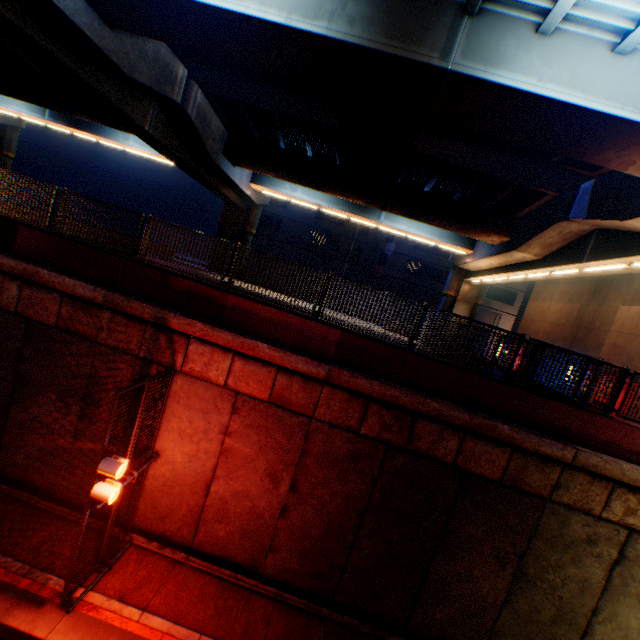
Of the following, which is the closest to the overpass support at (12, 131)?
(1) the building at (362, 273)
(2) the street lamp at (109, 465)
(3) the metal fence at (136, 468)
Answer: (3) the metal fence at (136, 468)

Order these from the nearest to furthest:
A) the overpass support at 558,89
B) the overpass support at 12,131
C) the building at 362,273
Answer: the overpass support at 558,89
the overpass support at 12,131
the building at 362,273

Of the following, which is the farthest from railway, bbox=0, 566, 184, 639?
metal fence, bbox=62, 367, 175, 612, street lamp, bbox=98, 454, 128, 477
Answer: street lamp, bbox=98, 454, 128, 477

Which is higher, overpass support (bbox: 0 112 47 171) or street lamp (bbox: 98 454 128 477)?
overpass support (bbox: 0 112 47 171)

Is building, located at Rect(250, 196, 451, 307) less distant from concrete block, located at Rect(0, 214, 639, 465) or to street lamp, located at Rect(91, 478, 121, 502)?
concrete block, located at Rect(0, 214, 639, 465)

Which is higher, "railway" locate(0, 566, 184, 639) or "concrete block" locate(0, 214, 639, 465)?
"concrete block" locate(0, 214, 639, 465)

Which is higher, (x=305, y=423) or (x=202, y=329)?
(x=202, y=329)

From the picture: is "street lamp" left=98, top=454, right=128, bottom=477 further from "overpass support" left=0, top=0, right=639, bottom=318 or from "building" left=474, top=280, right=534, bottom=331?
"building" left=474, top=280, right=534, bottom=331
